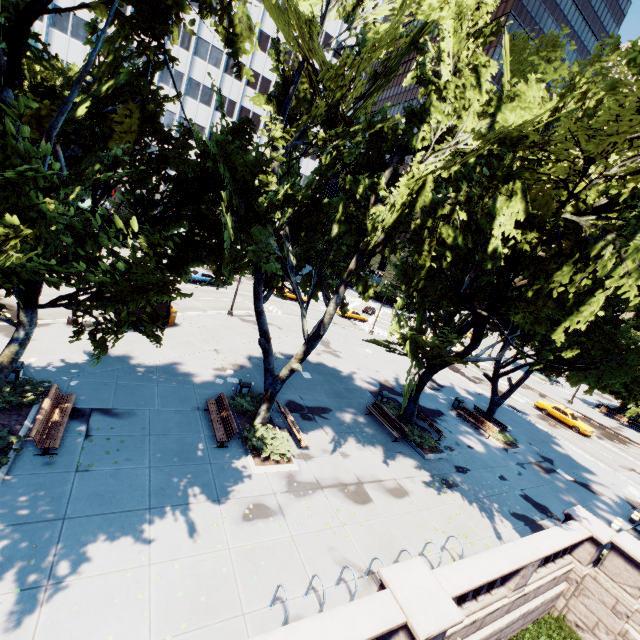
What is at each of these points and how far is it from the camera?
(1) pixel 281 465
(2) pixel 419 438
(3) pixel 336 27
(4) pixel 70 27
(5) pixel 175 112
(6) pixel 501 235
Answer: (1) planter, 12.7 meters
(2) bush, 18.4 meters
(3) building, 54.2 meters
(4) building, 40.8 meters
(5) building, 48.5 meters
(6) tree, 13.0 meters

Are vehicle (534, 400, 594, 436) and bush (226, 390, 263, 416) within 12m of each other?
no

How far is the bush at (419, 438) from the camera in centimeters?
1784cm

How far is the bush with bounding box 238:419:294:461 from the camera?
12.9 meters

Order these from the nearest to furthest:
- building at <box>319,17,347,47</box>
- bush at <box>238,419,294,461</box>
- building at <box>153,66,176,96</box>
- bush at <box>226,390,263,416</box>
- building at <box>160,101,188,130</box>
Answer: bush at <box>238,419,294,461</box>
bush at <box>226,390,263,416</box>
building at <box>153,66,176,96</box>
building at <box>160,101,188,130</box>
building at <box>319,17,347,47</box>

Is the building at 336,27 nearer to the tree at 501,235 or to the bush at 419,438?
the tree at 501,235

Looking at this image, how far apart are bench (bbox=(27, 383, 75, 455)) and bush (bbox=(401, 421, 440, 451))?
15.30m

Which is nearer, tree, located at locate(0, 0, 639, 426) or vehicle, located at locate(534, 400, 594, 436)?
tree, located at locate(0, 0, 639, 426)
